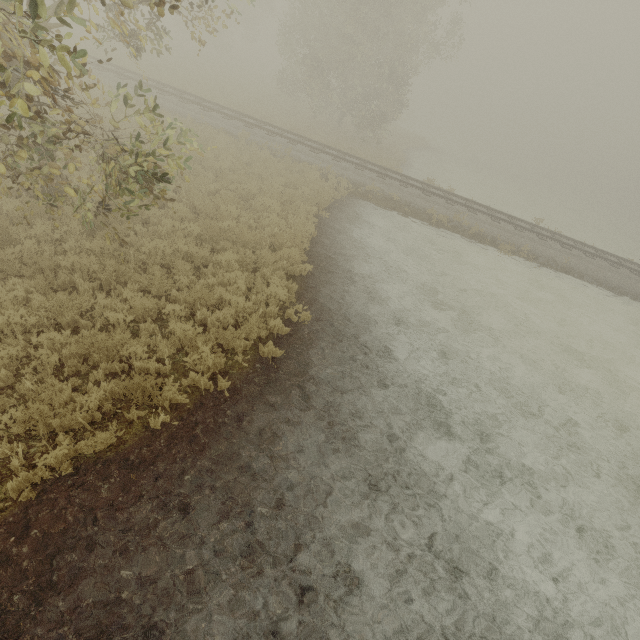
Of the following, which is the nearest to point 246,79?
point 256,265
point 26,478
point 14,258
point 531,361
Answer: point 256,265
